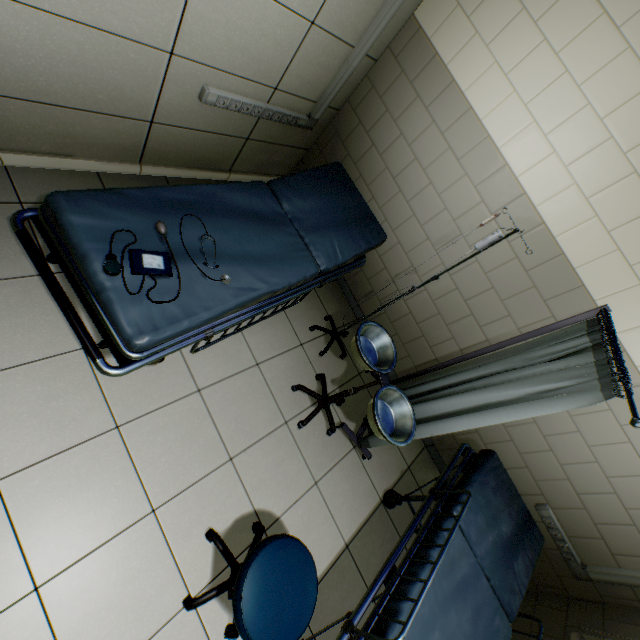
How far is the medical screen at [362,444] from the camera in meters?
2.5

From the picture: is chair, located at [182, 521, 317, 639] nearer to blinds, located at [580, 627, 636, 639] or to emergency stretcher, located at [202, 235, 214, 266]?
emergency stretcher, located at [202, 235, 214, 266]

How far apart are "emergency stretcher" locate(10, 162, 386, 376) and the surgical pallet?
0.4m

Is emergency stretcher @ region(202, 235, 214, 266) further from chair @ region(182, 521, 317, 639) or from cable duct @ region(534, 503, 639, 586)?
cable duct @ region(534, 503, 639, 586)

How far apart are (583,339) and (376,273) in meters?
Result: 1.8 m

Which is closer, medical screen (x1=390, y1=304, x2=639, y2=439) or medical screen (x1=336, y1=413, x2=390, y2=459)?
medical screen (x1=390, y1=304, x2=639, y2=439)

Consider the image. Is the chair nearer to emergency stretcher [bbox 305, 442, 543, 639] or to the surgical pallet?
emergency stretcher [bbox 305, 442, 543, 639]

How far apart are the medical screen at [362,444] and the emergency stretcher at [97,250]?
1.0 meters
